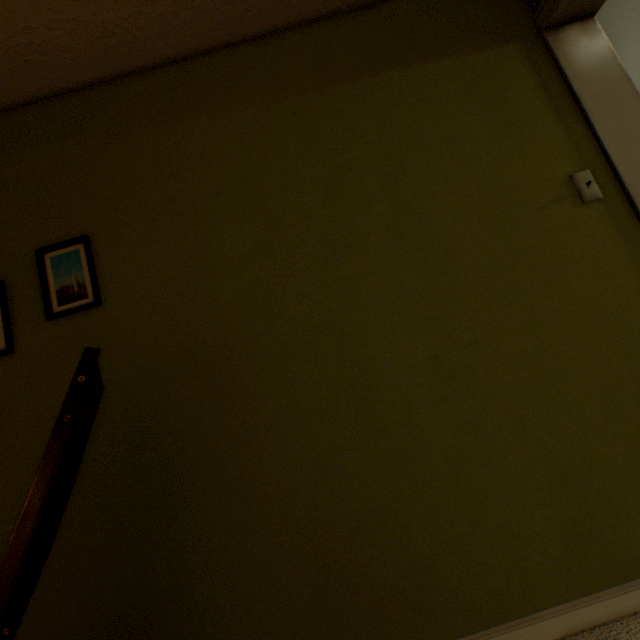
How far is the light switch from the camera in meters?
1.2

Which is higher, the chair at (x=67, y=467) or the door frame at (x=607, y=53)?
the door frame at (x=607, y=53)

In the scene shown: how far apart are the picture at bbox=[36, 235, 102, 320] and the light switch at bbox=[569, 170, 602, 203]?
1.91m

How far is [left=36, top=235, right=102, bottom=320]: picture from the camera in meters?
1.2 m

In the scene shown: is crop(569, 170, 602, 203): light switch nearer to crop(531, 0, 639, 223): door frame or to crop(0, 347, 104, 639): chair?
crop(531, 0, 639, 223): door frame

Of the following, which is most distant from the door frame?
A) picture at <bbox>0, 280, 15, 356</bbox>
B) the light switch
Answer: picture at <bbox>0, 280, 15, 356</bbox>

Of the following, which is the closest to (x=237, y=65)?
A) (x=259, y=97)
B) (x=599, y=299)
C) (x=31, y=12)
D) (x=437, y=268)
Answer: (x=259, y=97)

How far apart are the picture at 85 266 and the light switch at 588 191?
1.91m
